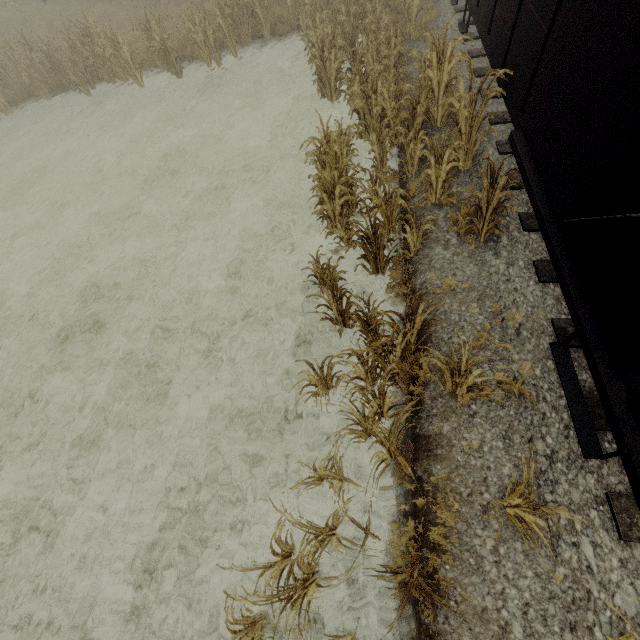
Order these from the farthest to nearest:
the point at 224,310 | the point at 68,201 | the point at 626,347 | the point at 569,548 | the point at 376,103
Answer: the point at 68,201
the point at 376,103
the point at 224,310
the point at 569,548
the point at 626,347

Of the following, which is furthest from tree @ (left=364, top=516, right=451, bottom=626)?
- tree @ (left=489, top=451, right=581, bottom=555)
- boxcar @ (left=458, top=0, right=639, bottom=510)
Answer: tree @ (left=489, top=451, right=581, bottom=555)

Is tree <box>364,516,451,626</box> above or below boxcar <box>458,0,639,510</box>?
below

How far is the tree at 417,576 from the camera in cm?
294

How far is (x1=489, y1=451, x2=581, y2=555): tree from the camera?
2.58m

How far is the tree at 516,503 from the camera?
2.6 meters

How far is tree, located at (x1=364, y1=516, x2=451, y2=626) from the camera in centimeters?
294cm

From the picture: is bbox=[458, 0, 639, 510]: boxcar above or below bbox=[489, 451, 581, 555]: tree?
above
